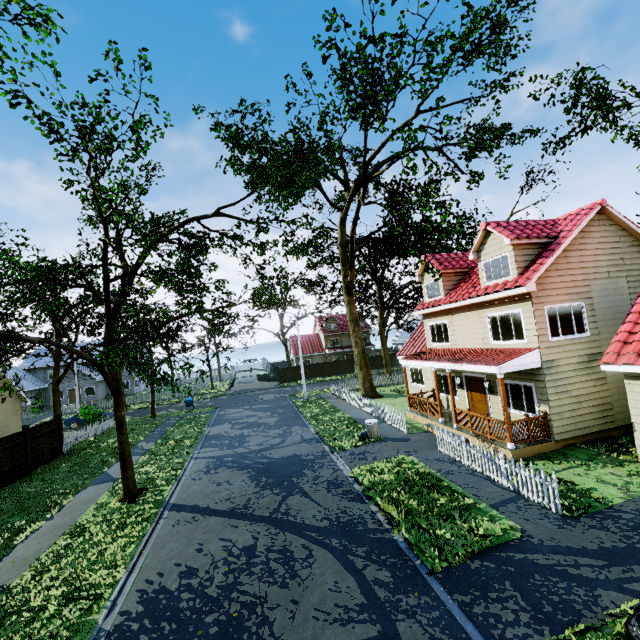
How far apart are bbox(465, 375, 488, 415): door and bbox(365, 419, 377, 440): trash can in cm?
493

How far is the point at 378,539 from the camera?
8.45m

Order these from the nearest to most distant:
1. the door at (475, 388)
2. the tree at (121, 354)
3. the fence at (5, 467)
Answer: the tree at (121, 354), the fence at (5, 467), the door at (475, 388)

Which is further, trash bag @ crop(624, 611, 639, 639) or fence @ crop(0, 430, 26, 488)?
fence @ crop(0, 430, 26, 488)

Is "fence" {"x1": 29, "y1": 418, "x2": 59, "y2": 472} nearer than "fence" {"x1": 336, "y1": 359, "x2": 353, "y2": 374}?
Yes

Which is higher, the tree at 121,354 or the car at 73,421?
the tree at 121,354

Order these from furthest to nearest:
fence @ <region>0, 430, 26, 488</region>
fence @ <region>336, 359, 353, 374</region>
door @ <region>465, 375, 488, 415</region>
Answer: fence @ <region>336, 359, 353, 374</region> → door @ <region>465, 375, 488, 415</region> → fence @ <region>0, 430, 26, 488</region>
